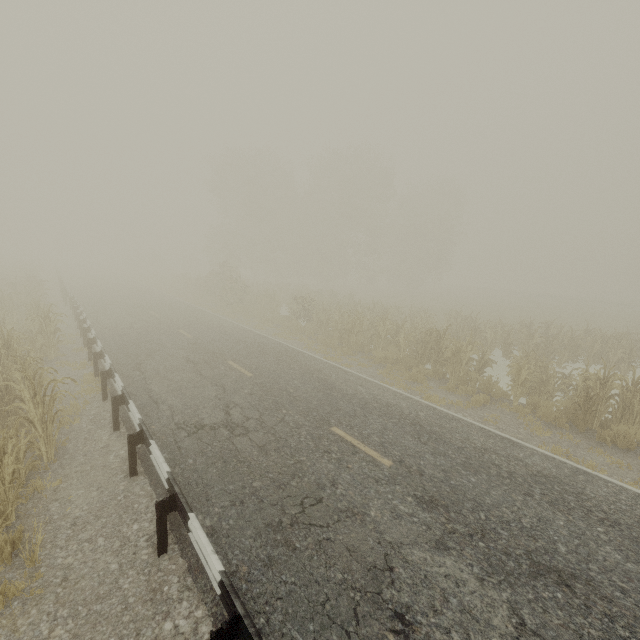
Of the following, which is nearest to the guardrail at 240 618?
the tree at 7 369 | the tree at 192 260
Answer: the tree at 7 369

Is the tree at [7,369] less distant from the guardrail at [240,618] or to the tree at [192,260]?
the guardrail at [240,618]

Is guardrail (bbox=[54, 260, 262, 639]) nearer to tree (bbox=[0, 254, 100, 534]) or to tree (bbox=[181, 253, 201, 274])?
tree (bbox=[0, 254, 100, 534])

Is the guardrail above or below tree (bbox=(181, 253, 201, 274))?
below

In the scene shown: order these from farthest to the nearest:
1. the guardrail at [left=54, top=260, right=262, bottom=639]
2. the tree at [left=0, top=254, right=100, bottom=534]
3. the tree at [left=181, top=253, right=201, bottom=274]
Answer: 1. the tree at [left=181, top=253, right=201, bottom=274]
2. the tree at [left=0, top=254, right=100, bottom=534]
3. the guardrail at [left=54, top=260, right=262, bottom=639]

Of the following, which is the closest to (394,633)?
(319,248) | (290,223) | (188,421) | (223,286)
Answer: (188,421)
